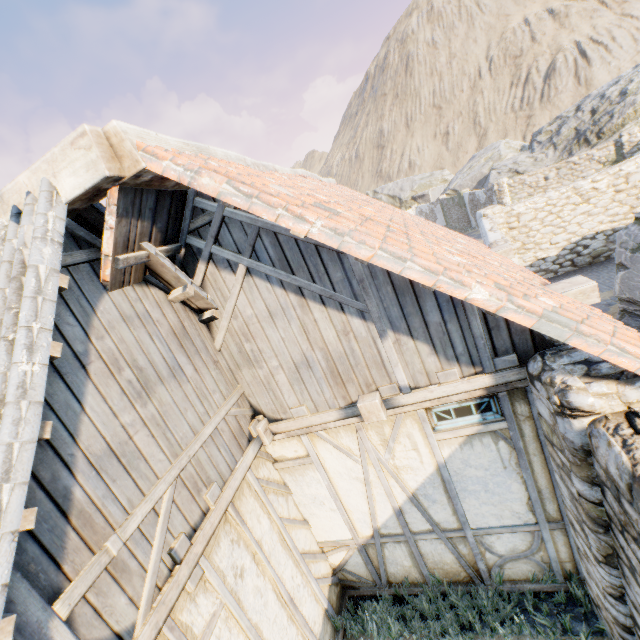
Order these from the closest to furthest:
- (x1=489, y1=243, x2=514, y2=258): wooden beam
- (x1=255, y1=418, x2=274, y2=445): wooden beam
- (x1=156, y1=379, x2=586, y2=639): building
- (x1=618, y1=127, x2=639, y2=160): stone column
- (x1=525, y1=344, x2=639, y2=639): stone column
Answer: (x1=525, y1=344, x2=639, y2=639): stone column < (x1=156, y1=379, x2=586, y2=639): building < (x1=255, y1=418, x2=274, y2=445): wooden beam < (x1=489, y1=243, x2=514, y2=258): wooden beam < (x1=618, y1=127, x2=639, y2=160): stone column

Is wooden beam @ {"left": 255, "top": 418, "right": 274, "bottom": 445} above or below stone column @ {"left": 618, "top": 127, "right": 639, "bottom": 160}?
above

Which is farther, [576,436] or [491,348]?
[491,348]

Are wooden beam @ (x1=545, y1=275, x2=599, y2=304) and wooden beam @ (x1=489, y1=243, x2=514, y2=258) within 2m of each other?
no

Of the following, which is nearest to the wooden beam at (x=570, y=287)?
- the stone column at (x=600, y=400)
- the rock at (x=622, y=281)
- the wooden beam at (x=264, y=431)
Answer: the stone column at (x=600, y=400)

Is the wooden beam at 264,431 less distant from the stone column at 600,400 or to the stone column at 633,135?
the stone column at 600,400

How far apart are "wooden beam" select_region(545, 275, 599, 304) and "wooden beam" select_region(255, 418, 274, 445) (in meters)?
3.74

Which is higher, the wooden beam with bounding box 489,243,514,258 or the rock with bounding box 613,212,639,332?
the wooden beam with bounding box 489,243,514,258
